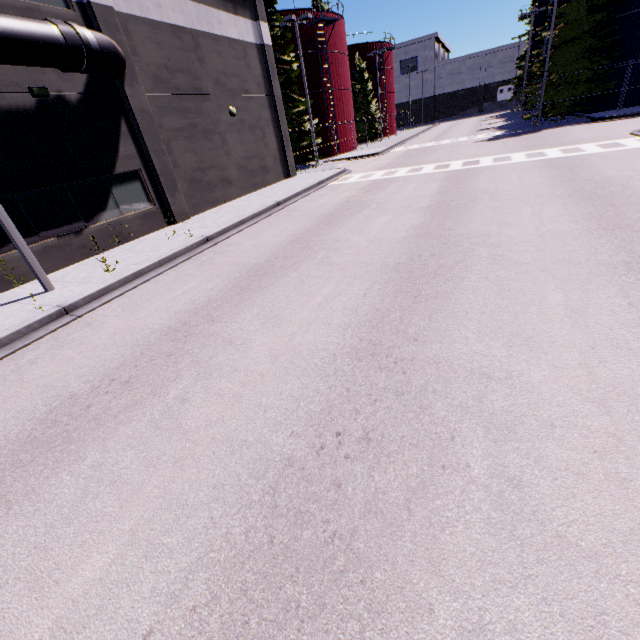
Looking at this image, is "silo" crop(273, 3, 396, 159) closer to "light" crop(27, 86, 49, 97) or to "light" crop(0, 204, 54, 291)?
"light" crop(27, 86, 49, 97)

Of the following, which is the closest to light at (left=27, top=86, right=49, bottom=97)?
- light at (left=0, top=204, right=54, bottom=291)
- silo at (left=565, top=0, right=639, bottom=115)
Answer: light at (left=0, top=204, right=54, bottom=291)

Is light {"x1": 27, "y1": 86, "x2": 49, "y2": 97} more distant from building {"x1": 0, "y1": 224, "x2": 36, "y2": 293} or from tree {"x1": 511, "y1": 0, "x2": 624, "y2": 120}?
tree {"x1": 511, "y1": 0, "x2": 624, "y2": 120}

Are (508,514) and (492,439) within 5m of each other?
yes

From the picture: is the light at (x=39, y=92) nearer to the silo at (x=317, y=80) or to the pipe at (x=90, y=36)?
the pipe at (x=90, y=36)

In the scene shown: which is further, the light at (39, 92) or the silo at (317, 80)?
the silo at (317, 80)

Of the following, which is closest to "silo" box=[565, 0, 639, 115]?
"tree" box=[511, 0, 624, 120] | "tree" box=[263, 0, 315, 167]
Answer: "tree" box=[511, 0, 624, 120]

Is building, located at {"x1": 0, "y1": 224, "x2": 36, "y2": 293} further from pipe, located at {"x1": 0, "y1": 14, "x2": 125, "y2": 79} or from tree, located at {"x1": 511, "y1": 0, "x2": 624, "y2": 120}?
tree, located at {"x1": 511, "y1": 0, "x2": 624, "y2": 120}
